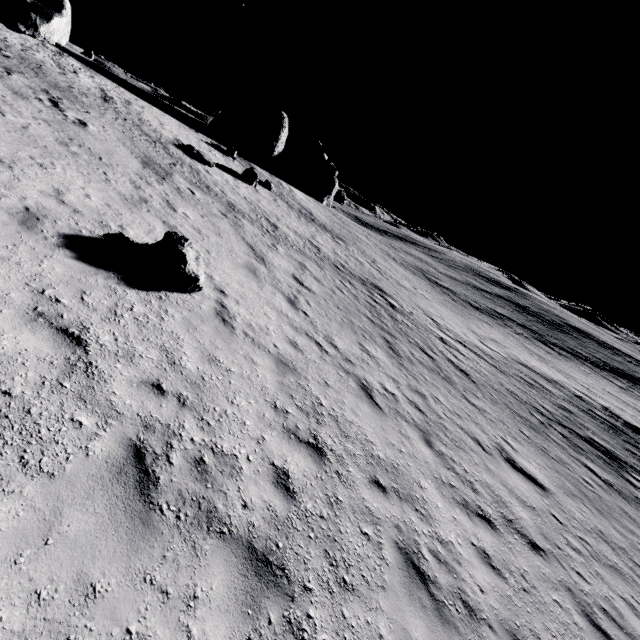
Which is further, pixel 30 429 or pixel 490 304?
pixel 490 304

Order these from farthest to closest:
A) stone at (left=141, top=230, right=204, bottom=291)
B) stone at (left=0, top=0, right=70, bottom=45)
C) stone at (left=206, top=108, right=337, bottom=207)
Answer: stone at (left=206, top=108, right=337, bottom=207) < stone at (left=0, top=0, right=70, bottom=45) < stone at (left=141, top=230, right=204, bottom=291)

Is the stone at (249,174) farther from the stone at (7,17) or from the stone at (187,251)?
the stone at (187,251)

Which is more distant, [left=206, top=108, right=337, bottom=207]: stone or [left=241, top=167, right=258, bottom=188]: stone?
[left=206, top=108, right=337, bottom=207]: stone

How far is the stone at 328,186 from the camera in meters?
37.2

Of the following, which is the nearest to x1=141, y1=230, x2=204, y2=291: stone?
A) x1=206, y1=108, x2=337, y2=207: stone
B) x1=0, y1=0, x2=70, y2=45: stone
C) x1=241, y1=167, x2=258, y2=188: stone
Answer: x1=0, y1=0, x2=70, y2=45: stone

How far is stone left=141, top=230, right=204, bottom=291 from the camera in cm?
732

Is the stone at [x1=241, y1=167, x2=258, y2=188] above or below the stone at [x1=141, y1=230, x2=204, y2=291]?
above
